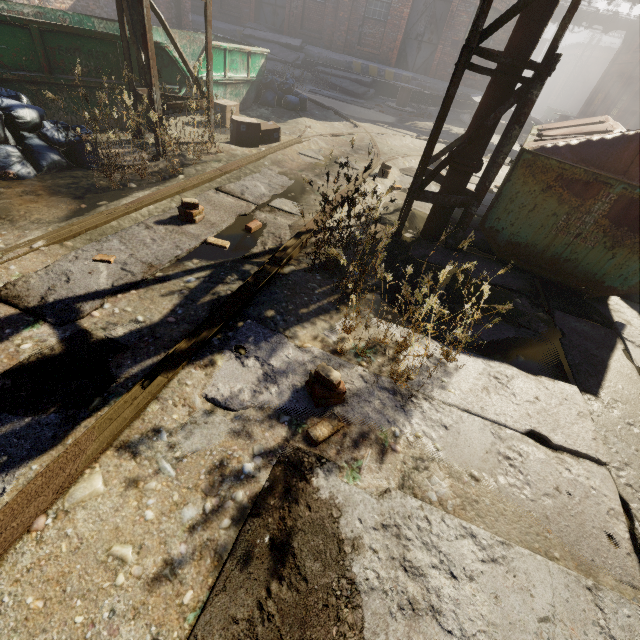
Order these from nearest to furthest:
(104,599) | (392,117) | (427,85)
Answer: (104,599), (392,117), (427,85)

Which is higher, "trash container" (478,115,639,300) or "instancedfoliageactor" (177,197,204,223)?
"trash container" (478,115,639,300)

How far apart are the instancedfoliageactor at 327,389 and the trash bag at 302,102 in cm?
959

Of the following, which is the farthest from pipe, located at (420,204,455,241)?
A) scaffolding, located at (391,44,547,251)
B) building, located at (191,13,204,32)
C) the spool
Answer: building, located at (191,13,204,32)

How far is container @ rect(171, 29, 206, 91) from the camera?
6.9m

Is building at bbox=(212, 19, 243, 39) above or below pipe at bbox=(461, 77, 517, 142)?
below

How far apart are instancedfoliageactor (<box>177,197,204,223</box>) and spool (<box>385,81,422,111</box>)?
15.1 meters

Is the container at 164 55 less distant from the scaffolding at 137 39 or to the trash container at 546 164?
the scaffolding at 137 39
